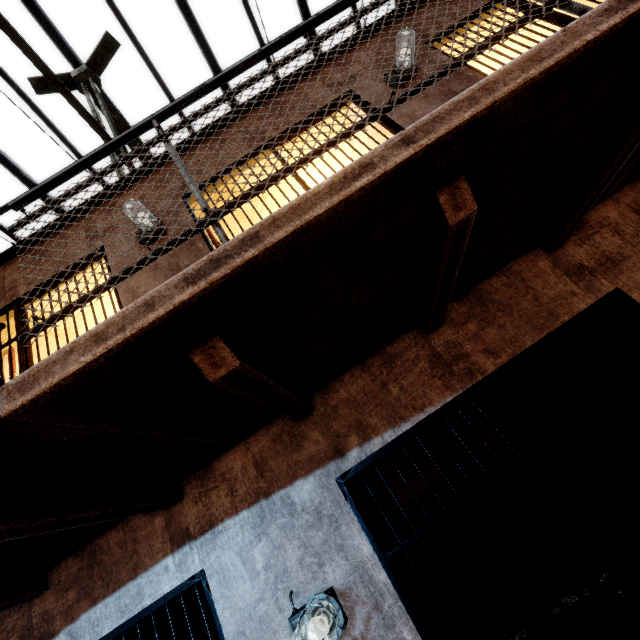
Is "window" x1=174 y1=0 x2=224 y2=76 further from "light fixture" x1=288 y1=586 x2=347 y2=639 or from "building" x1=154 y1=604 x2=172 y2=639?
"light fixture" x1=288 y1=586 x2=347 y2=639

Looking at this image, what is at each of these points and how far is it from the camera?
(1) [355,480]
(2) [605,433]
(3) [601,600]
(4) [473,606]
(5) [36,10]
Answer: (1) building, 3.65m
(2) building, 3.19m
(3) building, 3.61m
(4) building, 4.20m
(5) window, 4.71m

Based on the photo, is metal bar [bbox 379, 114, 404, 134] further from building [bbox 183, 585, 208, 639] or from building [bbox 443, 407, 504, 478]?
building [bbox 443, 407, 504, 478]

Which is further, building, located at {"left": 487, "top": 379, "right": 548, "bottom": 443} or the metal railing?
building, located at {"left": 487, "top": 379, "right": 548, "bottom": 443}

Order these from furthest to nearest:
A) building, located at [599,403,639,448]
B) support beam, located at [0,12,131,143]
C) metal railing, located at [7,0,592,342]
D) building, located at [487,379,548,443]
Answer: building, located at [487,379,548,443]
support beam, located at [0,12,131,143]
building, located at [599,403,639,448]
metal railing, located at [7,0,592,342]

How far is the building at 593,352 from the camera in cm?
256

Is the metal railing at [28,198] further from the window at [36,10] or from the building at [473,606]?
the window at [36,10]

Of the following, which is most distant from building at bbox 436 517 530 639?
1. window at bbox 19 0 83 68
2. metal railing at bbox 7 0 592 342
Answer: window at bbox 19 0 83 68
